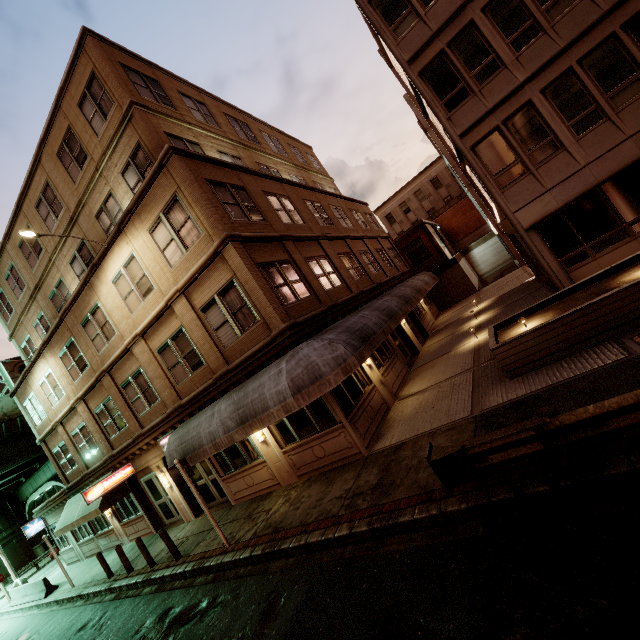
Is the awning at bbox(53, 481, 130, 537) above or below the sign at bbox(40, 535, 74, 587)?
above

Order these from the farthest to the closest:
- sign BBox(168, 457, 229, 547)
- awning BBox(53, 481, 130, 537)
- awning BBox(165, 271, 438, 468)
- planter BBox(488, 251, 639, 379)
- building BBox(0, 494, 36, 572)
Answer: building BBox(0, 494, 36, 572) → awning BBox(53, 481, 130, 537) → sign BBox(168, 457, 229, 547) → awning BBox(165, 271, 438, 468) → planter BBox(488, 251, 639, 379)

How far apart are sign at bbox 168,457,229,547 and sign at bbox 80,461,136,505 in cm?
779

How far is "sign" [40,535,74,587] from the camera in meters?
16.7

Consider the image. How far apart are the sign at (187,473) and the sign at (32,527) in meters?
22.8 m

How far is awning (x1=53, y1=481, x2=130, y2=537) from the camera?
15.87m

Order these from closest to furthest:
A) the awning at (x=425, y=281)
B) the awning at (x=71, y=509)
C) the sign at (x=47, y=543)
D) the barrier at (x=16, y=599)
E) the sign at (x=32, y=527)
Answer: the awning at (x=425, y=281) < the awning at (x=71, y=509) < the sign at (x=47, y=543) < the barrier at (x=16, y=599) < the sign at (x=32, y=527)

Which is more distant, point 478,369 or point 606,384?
point 478,369
